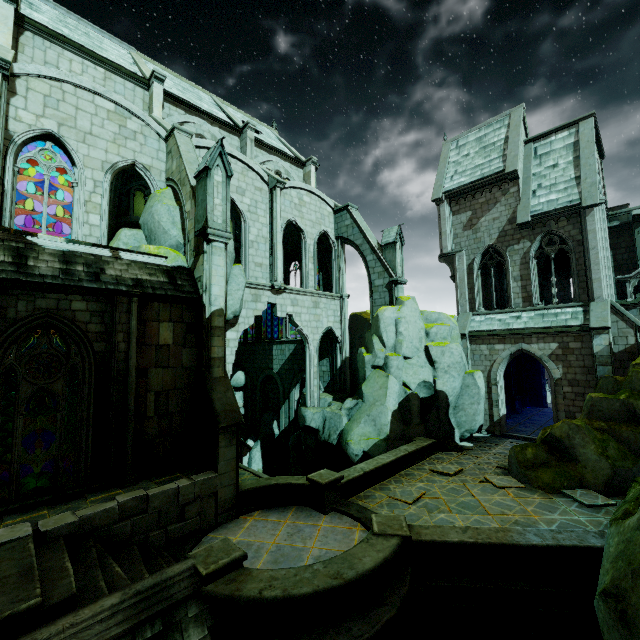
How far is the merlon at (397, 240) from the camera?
19.8m

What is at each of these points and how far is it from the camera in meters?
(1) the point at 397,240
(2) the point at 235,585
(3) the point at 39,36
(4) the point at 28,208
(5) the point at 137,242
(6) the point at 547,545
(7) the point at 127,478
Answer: (1) merlon, 19.8
(2) wall trim, 6.2
(3) building, 14.8
(4) building, 22.9
(5) rock, 13.5
(6) wall trim, 7.5
(7) stone column, 9.3

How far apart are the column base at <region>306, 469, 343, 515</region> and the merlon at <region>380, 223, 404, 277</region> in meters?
12.1 m

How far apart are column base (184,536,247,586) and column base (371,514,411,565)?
2.9m

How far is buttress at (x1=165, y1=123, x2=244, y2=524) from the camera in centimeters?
1023cm

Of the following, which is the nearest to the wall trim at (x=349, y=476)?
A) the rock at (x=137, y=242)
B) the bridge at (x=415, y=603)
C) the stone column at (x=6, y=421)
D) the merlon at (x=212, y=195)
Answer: the bridge at (x=415, y=603)

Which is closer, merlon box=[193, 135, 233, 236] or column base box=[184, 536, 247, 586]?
column base box=[184, 536, 247, 586]

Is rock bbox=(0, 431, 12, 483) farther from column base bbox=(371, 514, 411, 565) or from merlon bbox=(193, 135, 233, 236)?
column base bbox=(371, 514, 411, 565)
